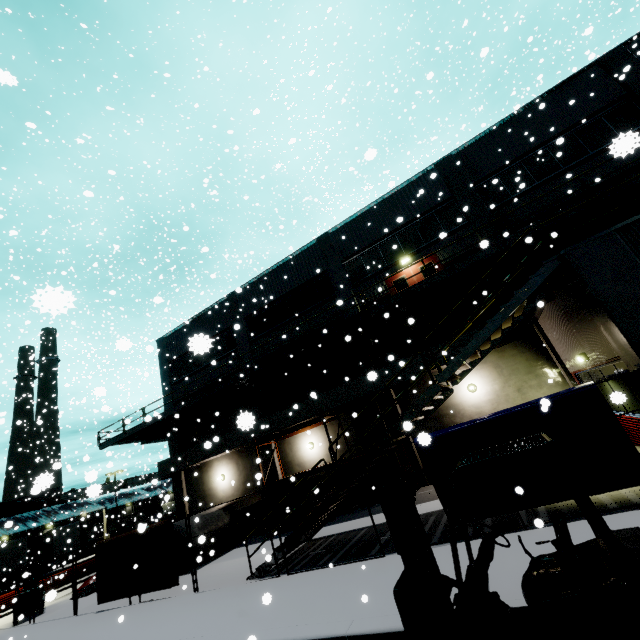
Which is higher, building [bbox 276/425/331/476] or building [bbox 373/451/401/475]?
building [bbox 276/425/331/476]

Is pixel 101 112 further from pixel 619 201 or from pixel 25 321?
pixel 619 201

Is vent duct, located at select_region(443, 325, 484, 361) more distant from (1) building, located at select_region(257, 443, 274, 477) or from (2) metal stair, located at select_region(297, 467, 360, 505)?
(2) metal stair, located at select_region(297, 467, 360, 505)

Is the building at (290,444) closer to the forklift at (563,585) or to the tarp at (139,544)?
the tarp at (139,544)

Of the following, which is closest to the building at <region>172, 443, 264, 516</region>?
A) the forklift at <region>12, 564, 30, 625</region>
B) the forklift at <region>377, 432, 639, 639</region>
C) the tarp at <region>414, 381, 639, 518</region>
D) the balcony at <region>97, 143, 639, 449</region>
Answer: the balcony at <region>97, 143, 639, 449</region>

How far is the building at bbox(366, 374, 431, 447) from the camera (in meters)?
15.86

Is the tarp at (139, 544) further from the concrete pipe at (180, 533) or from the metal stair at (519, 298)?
the concrete pipe at (180, 533)

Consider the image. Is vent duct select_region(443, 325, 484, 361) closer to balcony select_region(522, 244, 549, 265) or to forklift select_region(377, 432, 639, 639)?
balcony select_region(522, 244, 549, 265)
